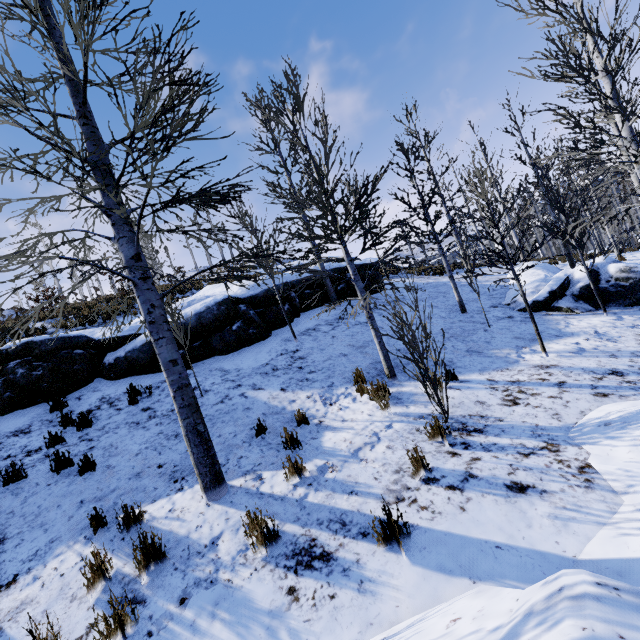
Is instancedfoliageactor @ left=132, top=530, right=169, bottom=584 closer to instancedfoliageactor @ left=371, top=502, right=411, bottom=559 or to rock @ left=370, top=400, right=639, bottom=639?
instancedfoliageactor @ left=371, top=502, right=411, bottom=559

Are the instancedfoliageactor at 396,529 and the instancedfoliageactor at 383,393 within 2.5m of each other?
no

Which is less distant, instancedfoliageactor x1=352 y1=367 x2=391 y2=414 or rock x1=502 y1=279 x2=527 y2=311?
instancedfoliageactor x1=352 y1=367 x2=391 y2=414

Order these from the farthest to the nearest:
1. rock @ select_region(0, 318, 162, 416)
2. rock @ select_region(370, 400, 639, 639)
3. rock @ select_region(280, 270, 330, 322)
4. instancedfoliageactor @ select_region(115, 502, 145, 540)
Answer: rock @ select_region(280, 270, 330, 322)
rock @ select_region(0, 318, 162, 416)
instancedfoliageactor @ select_region(115, 502, 145, 540)
rock @ select_region(370, 400, 639, 639)

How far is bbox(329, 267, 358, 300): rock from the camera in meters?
13.9

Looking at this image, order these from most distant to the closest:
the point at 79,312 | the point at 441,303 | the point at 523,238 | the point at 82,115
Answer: the point at 523,238
the point at 79,312
the point at 441,303
the point at 82,115

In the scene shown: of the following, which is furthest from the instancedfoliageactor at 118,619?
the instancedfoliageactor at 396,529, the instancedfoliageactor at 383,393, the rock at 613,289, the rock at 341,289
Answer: the rock at 613,289

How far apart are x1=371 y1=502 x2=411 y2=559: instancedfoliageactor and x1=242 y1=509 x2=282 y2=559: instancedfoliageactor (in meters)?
1.04
